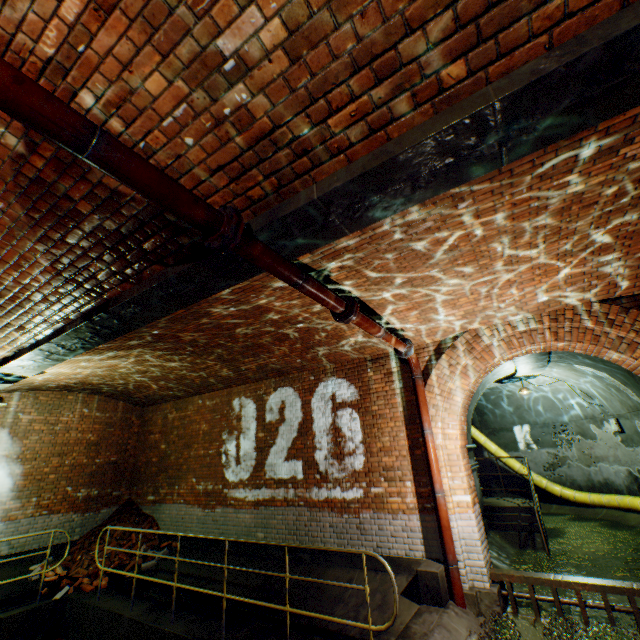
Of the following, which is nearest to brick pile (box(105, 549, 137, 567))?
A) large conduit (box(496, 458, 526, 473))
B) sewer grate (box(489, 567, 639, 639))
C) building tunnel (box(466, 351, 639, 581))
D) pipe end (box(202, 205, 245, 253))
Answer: building tunnel (box(466, 351, 639, 581))

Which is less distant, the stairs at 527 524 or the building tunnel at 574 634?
the building tunnel at 574 634

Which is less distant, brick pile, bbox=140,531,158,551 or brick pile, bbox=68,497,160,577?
brick pile, bbox=68,497,160,577

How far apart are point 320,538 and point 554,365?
8.7m

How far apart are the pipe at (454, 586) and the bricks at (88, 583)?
7.5 meters

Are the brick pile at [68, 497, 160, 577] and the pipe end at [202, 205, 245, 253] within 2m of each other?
no

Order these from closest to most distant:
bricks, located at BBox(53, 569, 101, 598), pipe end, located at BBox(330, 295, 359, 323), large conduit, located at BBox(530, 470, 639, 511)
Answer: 1. pipe end, located at BBox(330, 295, 359, 323)
2. bricks, located at BBox(53, 569, 101, 598)
3. large conduit, located at BBox(530, 470, 639, 511)

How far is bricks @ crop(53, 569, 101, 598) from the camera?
7.1m
